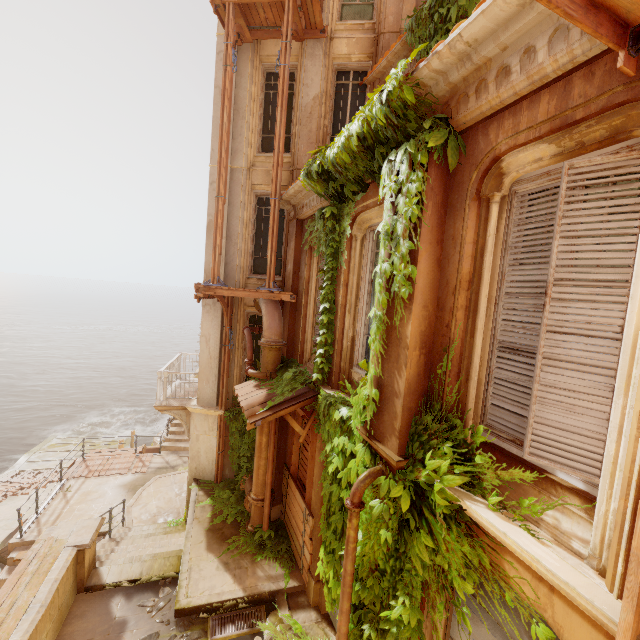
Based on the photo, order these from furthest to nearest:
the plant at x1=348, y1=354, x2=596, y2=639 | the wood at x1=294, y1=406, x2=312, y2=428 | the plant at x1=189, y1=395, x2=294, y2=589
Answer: the plant at x1=189, y1=395, x2=294, y2=589, the wood at x1=294, y1=406, x2=312, y2=428, the plant at x1=348, y1=354, x2=596, y2=639

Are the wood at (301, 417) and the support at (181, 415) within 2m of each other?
no

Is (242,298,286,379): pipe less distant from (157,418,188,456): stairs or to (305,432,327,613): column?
(305,432,327,613): column

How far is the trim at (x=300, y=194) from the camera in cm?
734

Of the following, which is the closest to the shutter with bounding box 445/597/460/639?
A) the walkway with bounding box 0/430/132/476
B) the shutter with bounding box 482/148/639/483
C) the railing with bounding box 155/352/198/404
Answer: the shutter with bounding box 482/148/639/483

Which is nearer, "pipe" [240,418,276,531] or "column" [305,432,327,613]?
"column" [305,432,327,613]

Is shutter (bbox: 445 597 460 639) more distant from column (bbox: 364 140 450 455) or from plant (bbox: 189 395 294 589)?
→ column (bbox: 364 140 450 455)

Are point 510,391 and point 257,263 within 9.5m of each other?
yes
